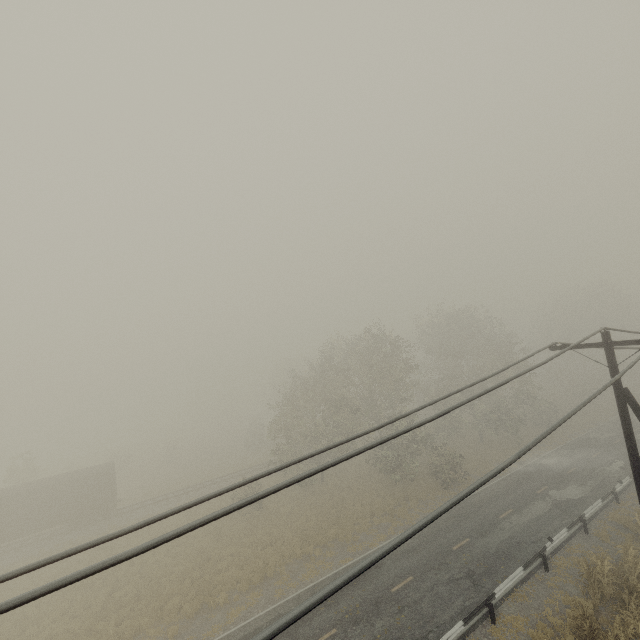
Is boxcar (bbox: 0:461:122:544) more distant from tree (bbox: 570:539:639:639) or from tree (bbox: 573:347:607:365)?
tree (bbox: 573:347:607:365)

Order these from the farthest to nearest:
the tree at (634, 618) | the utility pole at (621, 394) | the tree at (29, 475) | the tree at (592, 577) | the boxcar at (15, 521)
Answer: the tree at (29, 475), the boxcar at (15, 521), the tree at (592, 577), the tree at (634, 618), the utility pole at (621, 394)

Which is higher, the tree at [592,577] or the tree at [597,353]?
the tree at [597,353]

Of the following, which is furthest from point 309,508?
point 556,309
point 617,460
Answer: point 556,309

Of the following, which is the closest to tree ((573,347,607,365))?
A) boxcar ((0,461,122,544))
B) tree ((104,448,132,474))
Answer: tree ((104,448,132,474))

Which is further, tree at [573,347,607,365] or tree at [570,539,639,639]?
tree at [573,347,607,365]

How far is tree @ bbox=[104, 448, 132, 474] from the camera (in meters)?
46.78

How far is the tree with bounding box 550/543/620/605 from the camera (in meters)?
14.48
